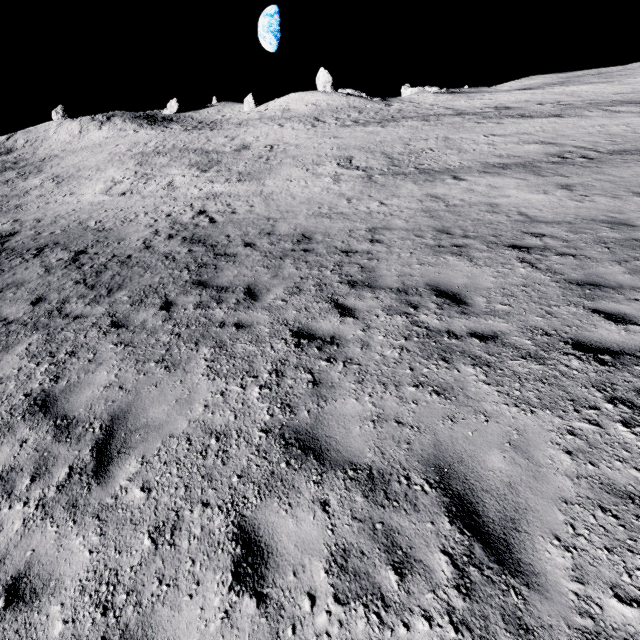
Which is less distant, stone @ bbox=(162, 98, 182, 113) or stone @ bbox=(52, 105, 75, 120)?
stone @ bbox=(52, 105, 75, 120)

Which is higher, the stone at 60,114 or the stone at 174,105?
the stone at 60,114

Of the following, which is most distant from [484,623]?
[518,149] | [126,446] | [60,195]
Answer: [60,195]

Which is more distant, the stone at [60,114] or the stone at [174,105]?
the stone at [174,105]

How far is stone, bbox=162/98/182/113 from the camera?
58.78m

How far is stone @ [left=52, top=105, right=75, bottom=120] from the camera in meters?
55.3

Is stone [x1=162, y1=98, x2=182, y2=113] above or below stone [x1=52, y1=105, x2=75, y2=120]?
below
